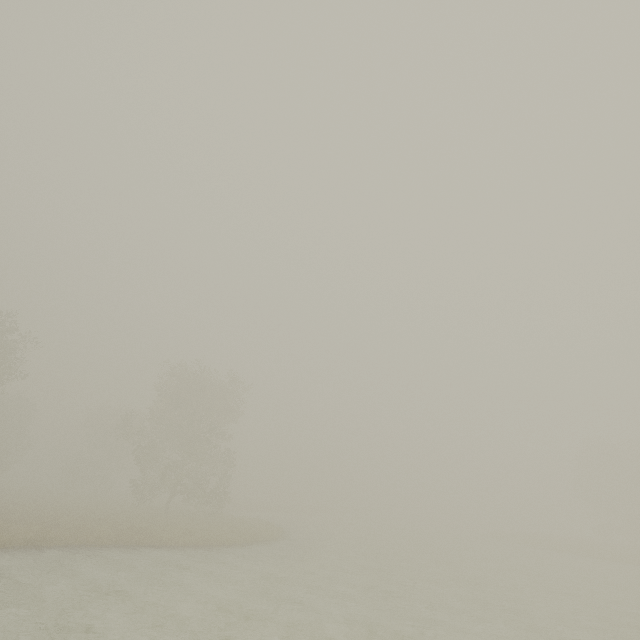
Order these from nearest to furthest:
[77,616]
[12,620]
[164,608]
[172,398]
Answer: [12,620], [77,616], [164,608], [172,398]
